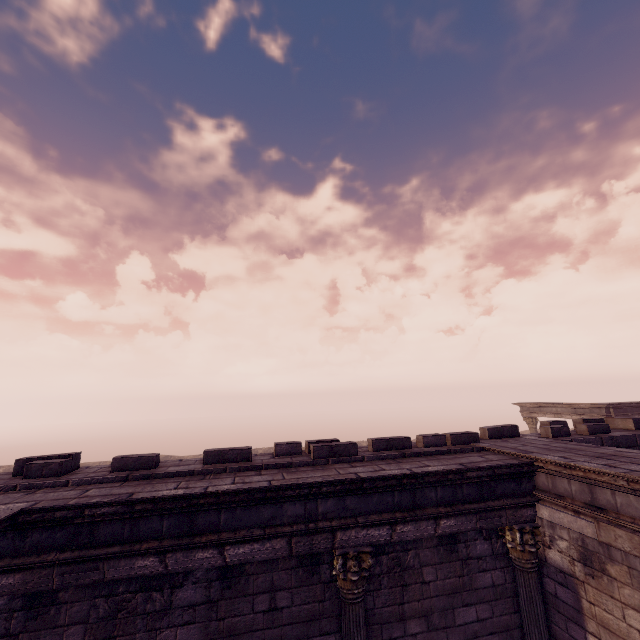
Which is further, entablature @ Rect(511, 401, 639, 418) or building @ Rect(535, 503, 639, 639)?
entablature @ Rect(511, 401, 639, 418)

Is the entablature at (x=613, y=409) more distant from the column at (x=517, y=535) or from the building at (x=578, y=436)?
the column at (x=517, y=535)

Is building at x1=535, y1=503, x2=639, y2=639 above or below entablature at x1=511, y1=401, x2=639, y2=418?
below

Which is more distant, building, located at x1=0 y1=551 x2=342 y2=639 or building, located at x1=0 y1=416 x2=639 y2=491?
building, located at x1=0 y1=416 x2=639 y2=491

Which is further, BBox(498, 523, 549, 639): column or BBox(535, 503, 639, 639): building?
BBox(498, 523, 549, 639): column

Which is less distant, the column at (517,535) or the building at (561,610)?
the building at (561,610)

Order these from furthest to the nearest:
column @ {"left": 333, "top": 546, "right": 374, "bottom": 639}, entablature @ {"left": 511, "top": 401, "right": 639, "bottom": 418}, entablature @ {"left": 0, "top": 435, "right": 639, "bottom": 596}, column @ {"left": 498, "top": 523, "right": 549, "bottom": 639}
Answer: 1. entablature @ {"left": 511, "top": 401, "right": 639, "bottom": 418}
2. column @ {"left": 498, "top": 523, "right": 549, "bottom": 639}
3. column @ {"left": 333, "top": 546, "right": 374, "bottom": 639}
4. entablature @ {"left": 0, "top": 435, "right": 639, "bottom": 596}

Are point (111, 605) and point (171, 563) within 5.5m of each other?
yes
